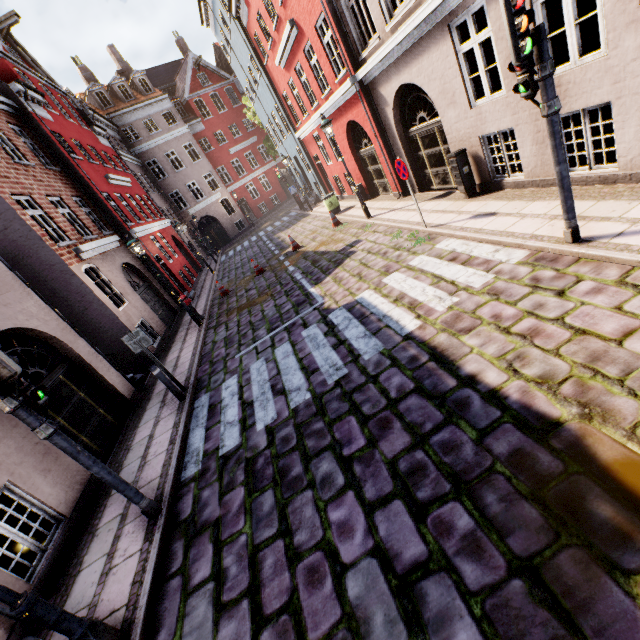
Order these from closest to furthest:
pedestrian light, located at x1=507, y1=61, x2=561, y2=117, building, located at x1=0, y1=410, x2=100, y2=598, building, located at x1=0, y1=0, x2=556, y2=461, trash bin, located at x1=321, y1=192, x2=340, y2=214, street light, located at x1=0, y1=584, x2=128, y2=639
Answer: street light, located at x1=0, y1=584, x2=128, y2=639 → pedestrian light, located at x1=507, y1=61, x2=561, y2=117 → building, located at x1=0, y1=410, x2=100, y2=598 → building, located at x1=0, y1=0, x2=556, y2=461 → trash bin, located at x1=321, y1=192, x2=340, y2=214

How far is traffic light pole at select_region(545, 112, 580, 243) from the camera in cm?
436

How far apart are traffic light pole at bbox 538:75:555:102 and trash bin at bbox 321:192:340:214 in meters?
12.6

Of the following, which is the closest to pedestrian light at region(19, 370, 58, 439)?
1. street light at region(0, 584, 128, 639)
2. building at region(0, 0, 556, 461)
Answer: street light at region(0, 584, 128, 639)

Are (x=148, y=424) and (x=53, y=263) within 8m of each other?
yes

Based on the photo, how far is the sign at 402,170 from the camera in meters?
7.9 m

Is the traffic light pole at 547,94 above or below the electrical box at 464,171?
above

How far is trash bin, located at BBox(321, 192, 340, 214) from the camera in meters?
16.2 m
